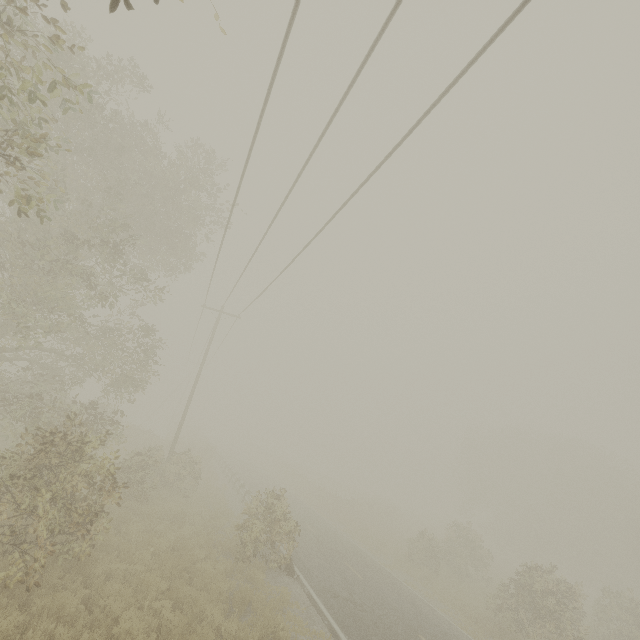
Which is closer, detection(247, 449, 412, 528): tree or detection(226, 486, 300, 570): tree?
detection(226, 486, 300, 570): tree

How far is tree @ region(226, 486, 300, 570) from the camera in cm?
1289

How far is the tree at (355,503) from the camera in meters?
32.1

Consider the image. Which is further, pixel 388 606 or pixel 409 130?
pixel 388 606

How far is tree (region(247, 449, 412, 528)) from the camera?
32.1m

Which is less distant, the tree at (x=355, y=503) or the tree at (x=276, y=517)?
the tree at (x=276, y=517)
